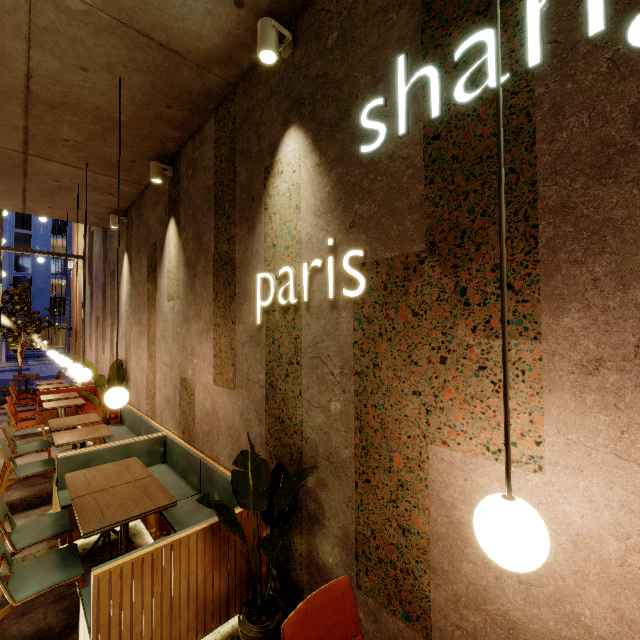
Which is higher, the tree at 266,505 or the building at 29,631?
the tree at 266,505

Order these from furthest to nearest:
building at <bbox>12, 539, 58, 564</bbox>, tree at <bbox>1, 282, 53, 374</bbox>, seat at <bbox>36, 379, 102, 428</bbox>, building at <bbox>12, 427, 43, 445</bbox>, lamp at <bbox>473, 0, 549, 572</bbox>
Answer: tree at <bbox>1, 282, 53, 374</bbox>
seat at <bbox>36, 379, 102, 428</bbox>
building at <bbox>12, 427, 43, 445</bbox>
building at <bbox>12, 539, 58, 564</bbox>
lamp at <bbox>473, 0, 549, 572</bbox>

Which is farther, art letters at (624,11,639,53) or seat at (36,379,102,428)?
seat at (36,379,102,428)

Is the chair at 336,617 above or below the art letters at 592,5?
below

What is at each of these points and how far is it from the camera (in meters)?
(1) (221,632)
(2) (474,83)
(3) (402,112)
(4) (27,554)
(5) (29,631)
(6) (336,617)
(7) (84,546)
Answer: (1) building, 2.32
(2) building, 1.50
(3) art letters, 1.75
(4) building, 3.15
(5) building, 2.34
(6) chair, 1.64
(7) building, 3.26

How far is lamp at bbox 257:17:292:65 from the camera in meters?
2.3

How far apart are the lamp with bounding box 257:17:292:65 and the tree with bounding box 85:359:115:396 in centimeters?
571cm

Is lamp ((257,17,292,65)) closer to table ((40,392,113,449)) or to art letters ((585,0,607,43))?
art letters ((585,0,607,43))
